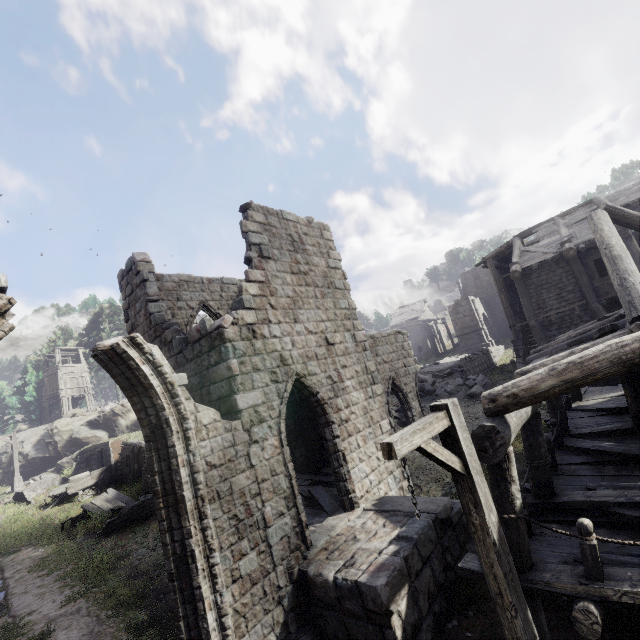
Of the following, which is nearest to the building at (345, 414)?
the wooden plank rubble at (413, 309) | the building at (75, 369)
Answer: the building at (75, 369)

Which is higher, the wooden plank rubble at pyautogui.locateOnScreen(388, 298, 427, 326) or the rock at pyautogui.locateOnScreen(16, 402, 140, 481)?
the wooden plank rubble at pyautogui.locateOnScreen(388, 298, 427, 326)

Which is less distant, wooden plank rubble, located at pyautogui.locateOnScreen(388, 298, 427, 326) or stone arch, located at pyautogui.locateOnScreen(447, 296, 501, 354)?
stone arch, located at pyautogui.locateOnScreen(447, 296, 501, 354)

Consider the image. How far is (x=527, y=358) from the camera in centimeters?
891cm

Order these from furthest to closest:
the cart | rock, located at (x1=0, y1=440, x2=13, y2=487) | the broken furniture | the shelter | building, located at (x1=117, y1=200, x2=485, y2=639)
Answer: rock, located at (x1=0, y1=440, x2=13, y2=487)
the cart
the shelter
the broken furniture
building, located at (x1=117, y1=200, x2=485, y2=639)

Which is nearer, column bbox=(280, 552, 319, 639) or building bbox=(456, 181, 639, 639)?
building bbox=(456, 181, 639, 639)

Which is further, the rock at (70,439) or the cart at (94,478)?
the rock at (70,439)

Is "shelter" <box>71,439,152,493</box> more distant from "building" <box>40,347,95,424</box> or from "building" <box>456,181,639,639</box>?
"building" <box>40,347,95,424</box>
